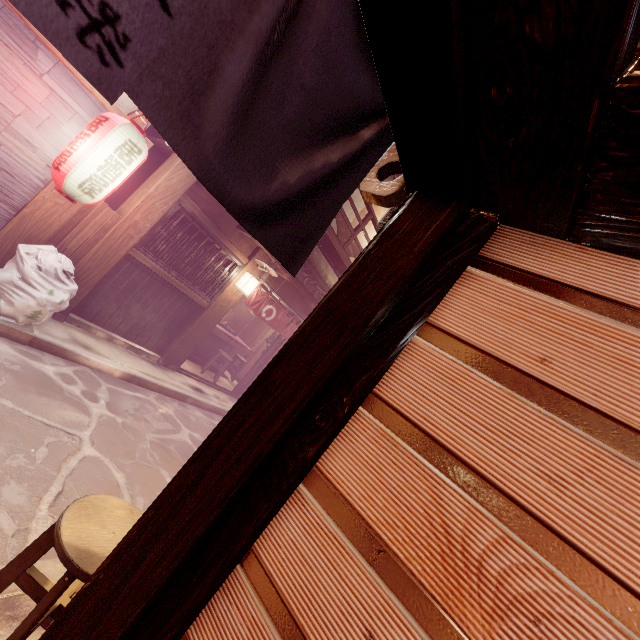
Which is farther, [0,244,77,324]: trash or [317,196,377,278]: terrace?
[317,196,377,278]: terrace

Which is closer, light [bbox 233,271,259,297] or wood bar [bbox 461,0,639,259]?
wood bar [bbox 461,0,639,259]

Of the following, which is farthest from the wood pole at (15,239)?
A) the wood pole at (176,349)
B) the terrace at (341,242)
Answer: the terrace at (341,242)

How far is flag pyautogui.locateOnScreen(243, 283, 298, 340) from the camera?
13.30m

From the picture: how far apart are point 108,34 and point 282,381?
1.93m

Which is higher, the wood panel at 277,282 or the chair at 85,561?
the wood panel at 277,282

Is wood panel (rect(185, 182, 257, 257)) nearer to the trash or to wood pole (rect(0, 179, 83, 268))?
wood pole (rect(0, 179, 83, 268))

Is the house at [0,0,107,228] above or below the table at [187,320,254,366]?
above
